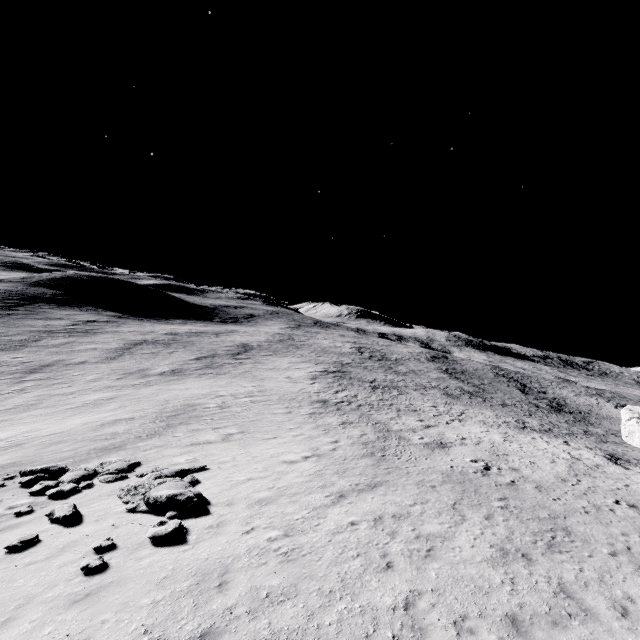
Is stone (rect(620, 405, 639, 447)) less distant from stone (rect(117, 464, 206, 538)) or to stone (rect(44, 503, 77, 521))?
stone (rect(117, 464, 206, 538))

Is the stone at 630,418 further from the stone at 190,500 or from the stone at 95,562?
the stone at 95,562

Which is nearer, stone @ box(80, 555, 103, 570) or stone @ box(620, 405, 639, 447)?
stone @ box(80, 555, 103, 570)

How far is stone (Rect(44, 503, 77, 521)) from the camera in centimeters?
1039cm

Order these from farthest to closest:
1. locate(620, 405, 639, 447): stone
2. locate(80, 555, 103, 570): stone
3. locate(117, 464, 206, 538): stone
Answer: locate(620, 405, 639, 447): stone → locate(117, 464, 206, 538): stone → locate(80, 555, 103, 570): stone

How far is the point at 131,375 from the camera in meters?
39.5 m

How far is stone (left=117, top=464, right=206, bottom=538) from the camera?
9.70m
